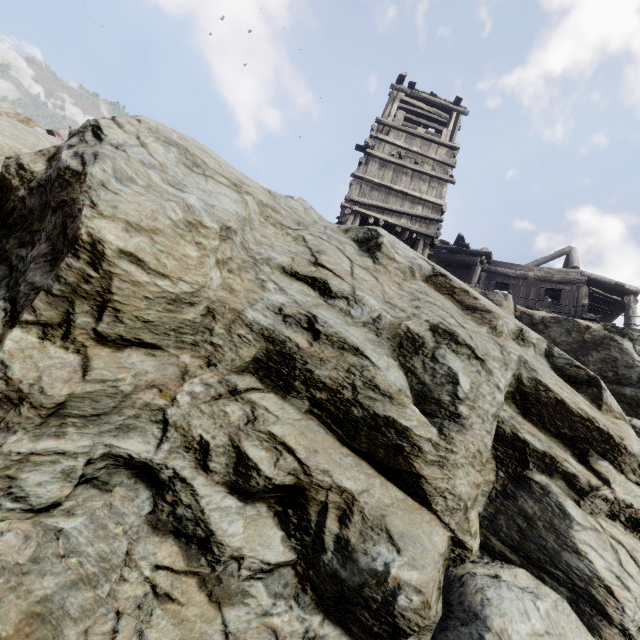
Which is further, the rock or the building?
the building

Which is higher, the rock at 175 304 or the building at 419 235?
the building at 419 235

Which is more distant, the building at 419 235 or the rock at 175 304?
the building at 419 235

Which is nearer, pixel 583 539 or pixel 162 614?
pixel 162 614

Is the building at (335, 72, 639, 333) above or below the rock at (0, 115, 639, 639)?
above
